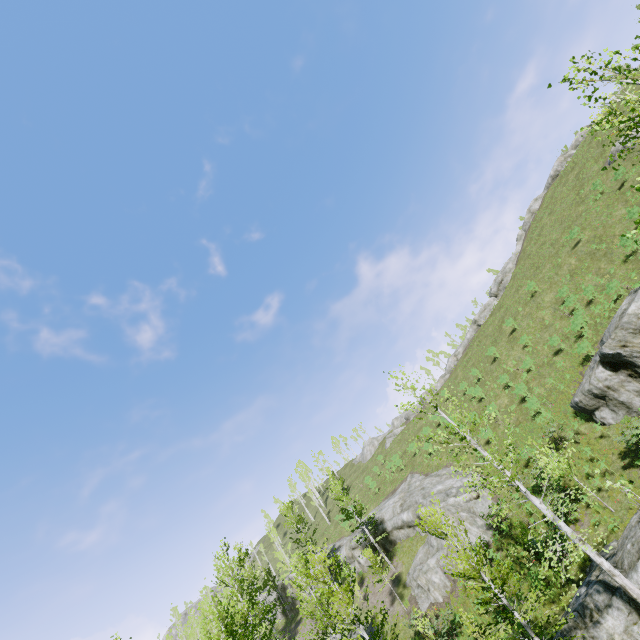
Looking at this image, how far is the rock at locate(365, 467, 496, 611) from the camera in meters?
22.5

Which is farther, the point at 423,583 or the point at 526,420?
the point at 526,420

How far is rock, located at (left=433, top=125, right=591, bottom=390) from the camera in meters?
47.6 m

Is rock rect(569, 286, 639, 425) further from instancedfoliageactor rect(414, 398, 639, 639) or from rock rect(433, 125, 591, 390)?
rock rect(433, 125, 591, 390)

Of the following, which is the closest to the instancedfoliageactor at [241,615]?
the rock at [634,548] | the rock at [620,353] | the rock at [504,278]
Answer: the rock at [634,548]

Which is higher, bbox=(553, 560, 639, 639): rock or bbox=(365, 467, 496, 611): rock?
bbox=(365, 467, 496, 611): rock

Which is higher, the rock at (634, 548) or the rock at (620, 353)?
the rock at (620, 353)

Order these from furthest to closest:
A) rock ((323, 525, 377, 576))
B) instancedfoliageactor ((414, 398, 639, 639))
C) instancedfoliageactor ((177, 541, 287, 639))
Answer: rock ((323, 525, 377, 576))
instancedfoliageactor ((177, 541, 287, 639))
instancedfoliageactor ((414, 398, 639, 639))
